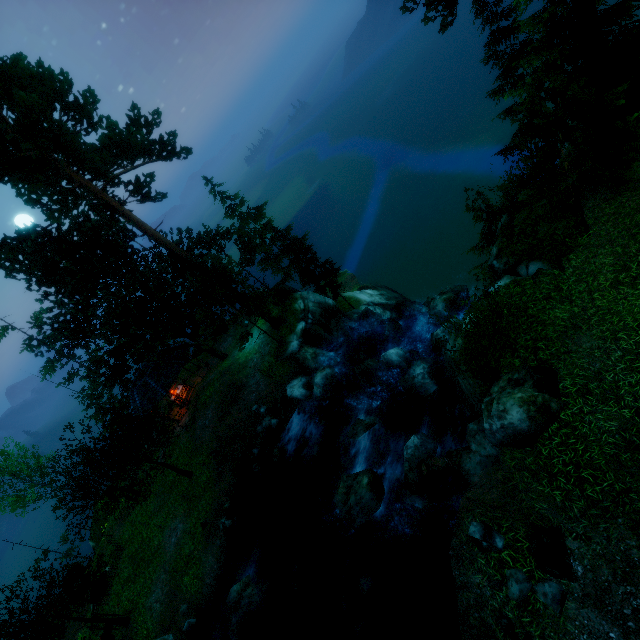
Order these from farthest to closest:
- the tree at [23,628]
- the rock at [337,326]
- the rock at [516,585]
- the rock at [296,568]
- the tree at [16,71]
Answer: the rock at [337,326] → the tree at [16,71] → the tree at [23,628] → the rock at [296,568] → the rock at [516,585]

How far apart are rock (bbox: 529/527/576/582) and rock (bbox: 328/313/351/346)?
16.4 meters

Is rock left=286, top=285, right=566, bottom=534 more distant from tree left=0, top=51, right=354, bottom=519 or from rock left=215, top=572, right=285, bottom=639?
tree left=0, top=51, right=354, bottom=519

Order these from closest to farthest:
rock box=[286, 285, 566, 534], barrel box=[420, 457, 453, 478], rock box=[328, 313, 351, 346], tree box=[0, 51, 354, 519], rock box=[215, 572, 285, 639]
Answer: rock box=[286, 285, 566, 534] < barrel box=[420, 457, 453, 478] < rock box=[215, 572, 285, 639] < tree box=[0, 51, 354, 519] < rock box=[328, 313, 351, 346]

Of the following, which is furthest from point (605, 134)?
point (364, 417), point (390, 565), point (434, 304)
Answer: point (390, 565)

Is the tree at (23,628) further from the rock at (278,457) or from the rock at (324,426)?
the rock at (278,457)

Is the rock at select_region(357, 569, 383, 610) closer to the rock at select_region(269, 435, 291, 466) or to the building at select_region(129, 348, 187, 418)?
the rock at select_region(269, 435, 291, 466)

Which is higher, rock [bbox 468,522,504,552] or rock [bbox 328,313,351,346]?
rock [bbox 468,522,504,552]
